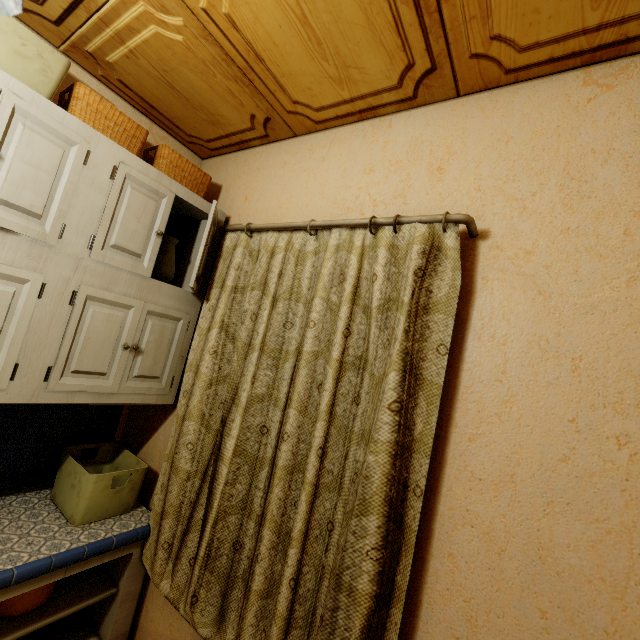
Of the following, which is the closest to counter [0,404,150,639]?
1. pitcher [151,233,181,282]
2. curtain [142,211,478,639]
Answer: curtain [142,211,478,639]

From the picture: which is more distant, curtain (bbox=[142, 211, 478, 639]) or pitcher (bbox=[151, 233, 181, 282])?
pitcher (bbox=[151, 233, 181, 282])

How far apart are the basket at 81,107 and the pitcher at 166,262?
0.5m

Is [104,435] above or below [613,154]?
below

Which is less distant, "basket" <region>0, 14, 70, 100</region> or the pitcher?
"basket" <region>0, 14, 70, 100</region>

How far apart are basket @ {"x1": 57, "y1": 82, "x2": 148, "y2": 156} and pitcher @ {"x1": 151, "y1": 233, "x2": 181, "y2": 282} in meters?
0.5 m

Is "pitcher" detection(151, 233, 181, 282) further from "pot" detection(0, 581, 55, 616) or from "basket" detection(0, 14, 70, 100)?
"pot" detection(0, 581, 55, 616)

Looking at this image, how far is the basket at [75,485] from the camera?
1.4 meters
